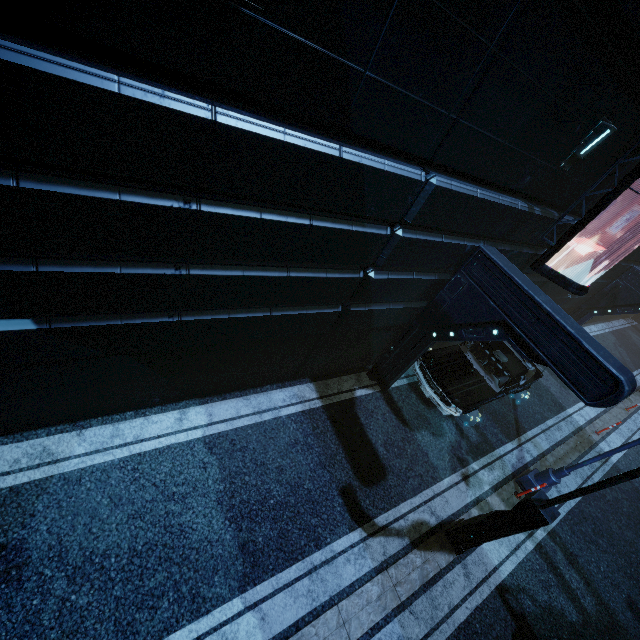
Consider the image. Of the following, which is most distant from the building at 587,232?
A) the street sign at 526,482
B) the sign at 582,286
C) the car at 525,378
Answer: the street sign at 526,482

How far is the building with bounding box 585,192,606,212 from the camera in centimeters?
774cm

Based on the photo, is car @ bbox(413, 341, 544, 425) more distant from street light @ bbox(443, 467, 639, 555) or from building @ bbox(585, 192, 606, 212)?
street light @ bbox(443, 467, 639, 555)

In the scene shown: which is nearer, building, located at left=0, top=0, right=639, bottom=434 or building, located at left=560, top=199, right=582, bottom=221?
building, located at left=0, top=0, right=639, bottom=434

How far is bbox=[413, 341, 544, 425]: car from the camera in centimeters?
869cm

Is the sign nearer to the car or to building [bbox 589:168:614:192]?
building [bbox 589:168:614:192]

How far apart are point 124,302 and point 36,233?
1.2 meters

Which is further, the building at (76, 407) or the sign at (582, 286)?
the sign at (582, 286)
